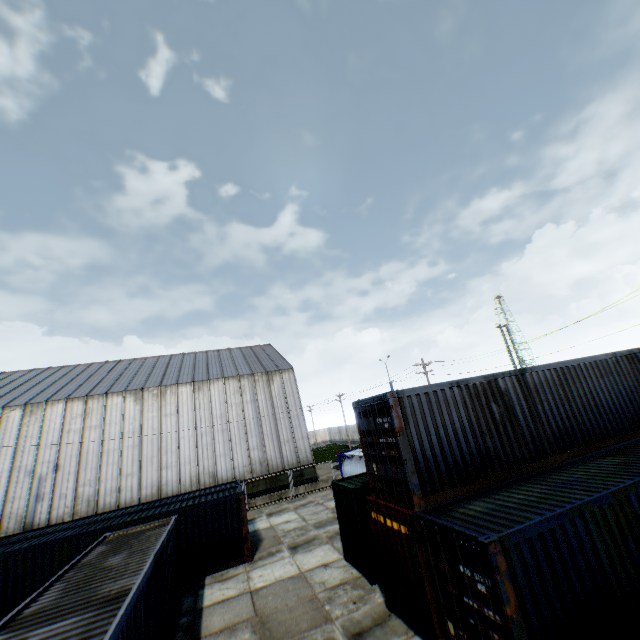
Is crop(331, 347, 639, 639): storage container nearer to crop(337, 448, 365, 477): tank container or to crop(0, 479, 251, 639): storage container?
crop(0, 479, 251, 639): storage container

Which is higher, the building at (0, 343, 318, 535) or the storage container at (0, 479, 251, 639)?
the building at (0, 343, 318, 535)

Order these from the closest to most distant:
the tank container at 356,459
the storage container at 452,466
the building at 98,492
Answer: the storage container at 452,466 < the tank container at 356,459 < the building at 98,492

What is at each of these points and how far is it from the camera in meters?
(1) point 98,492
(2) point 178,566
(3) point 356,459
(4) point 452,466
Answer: (1) building, 24.8
(2) storage container, 12.6
(3) tank container, 22.1
(4) storage container, 8.8

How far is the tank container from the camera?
21.08m

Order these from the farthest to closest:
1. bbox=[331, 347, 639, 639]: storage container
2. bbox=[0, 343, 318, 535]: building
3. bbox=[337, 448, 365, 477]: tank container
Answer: bbox=[0, 343, 318, 535]: building
bbox=[337, 448, 365, 477]: tank container
bbox=[331, 347, 639, 639]: storage container

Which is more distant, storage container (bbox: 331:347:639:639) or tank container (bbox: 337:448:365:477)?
tank container (bbox: 337:448:365:477)

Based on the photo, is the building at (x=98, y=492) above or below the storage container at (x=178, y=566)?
above
